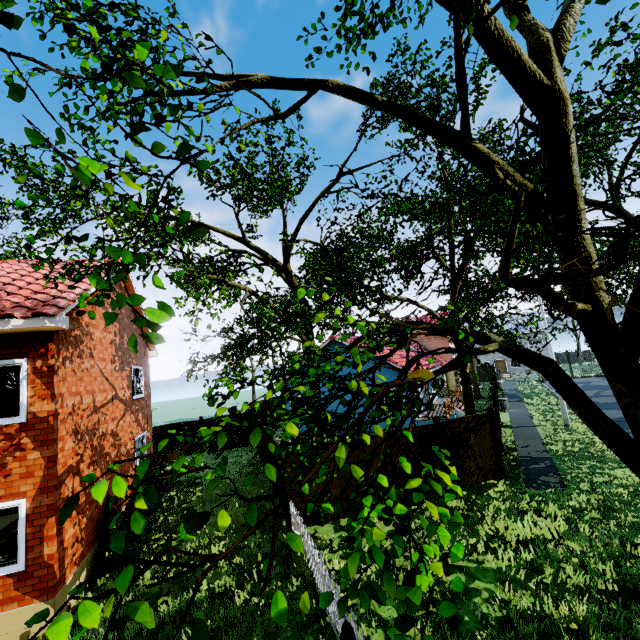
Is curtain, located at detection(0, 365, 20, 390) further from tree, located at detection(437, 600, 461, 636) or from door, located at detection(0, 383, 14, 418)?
tree, located at detection(437, 600, 461, 636)

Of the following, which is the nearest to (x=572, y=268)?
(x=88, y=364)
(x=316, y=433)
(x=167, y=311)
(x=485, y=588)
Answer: (x=167, y=311)

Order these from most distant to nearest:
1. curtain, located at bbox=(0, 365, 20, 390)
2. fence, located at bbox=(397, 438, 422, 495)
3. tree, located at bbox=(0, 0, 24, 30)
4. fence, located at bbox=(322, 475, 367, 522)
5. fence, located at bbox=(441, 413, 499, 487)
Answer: fence, located at bbox=(441, 413, 499, 487)
fence, located at bbox=(397, 438, 422, 495)
fence, located at bbox=(322, 475, 367, 522)
curtain, located at bbox=(0, 365, 20, 390)
tree, located at bbox=(0, 0, 24, 30)

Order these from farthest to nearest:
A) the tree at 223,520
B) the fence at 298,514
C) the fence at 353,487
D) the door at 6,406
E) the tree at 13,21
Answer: the fence at 353,487 < the door at 6,406 < the fence at 298,514 < the tree at 223,520 < the tree at 13,21

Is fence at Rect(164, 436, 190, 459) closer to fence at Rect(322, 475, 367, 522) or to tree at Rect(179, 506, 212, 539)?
fence at Rect(322, 475, 367, 522)

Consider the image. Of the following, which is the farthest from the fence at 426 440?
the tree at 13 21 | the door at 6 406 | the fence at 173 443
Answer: the door at 6 406

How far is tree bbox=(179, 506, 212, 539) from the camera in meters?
1.7 m

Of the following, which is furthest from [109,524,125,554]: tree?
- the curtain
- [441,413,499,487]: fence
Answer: the curtain
